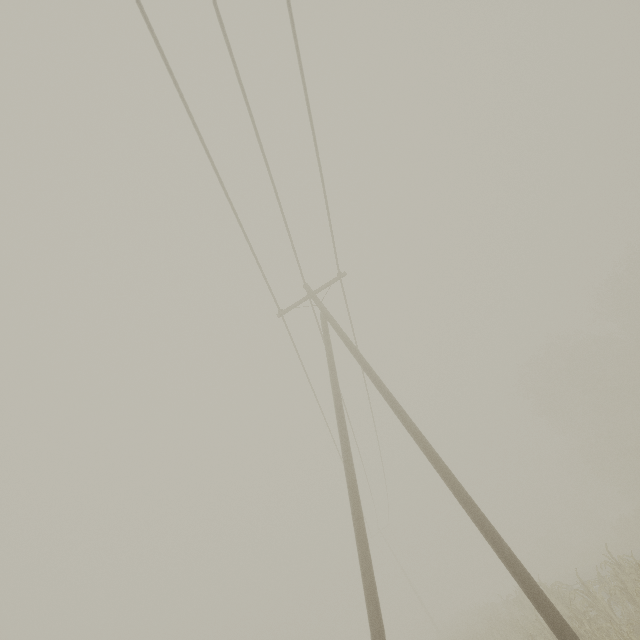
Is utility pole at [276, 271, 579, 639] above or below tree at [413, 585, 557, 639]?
above

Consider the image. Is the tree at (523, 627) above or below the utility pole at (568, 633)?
below

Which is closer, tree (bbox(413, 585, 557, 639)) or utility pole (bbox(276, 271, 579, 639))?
utility pole (bbox(276, 271, 579, 639))

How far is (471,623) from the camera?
23.5 meters

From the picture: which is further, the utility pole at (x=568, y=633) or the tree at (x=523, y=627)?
the tree at (x=523, y=627)
